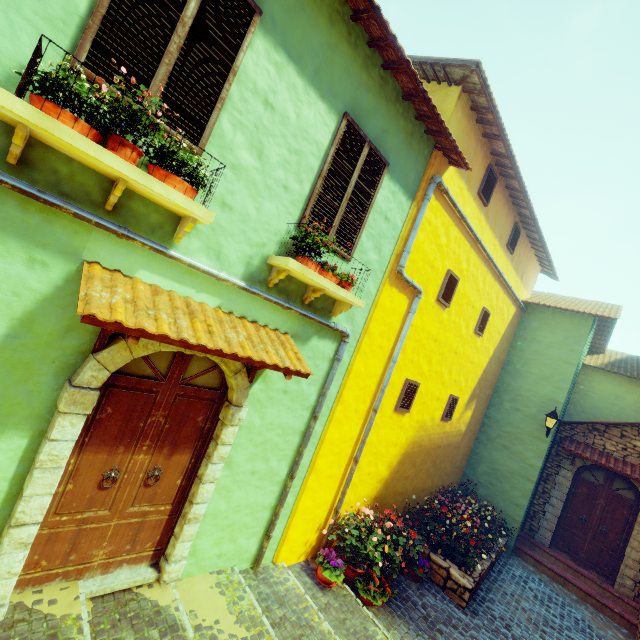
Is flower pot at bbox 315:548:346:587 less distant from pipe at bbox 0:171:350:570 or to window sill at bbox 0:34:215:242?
pipe at bbox 0:171:350:570

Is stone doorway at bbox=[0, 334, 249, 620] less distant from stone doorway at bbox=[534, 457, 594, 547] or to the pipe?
the pipe

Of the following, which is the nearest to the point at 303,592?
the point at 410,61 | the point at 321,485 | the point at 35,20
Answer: the point at 321,485

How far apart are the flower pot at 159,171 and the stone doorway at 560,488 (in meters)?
13.13

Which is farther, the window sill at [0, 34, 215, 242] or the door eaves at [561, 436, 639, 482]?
the door eaves at [561, 436, 639, 482]

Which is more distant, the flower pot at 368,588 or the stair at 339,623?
the flower pot at 368,588

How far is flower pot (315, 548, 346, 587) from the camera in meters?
5.4 m

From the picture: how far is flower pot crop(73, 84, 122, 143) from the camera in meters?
2.3
